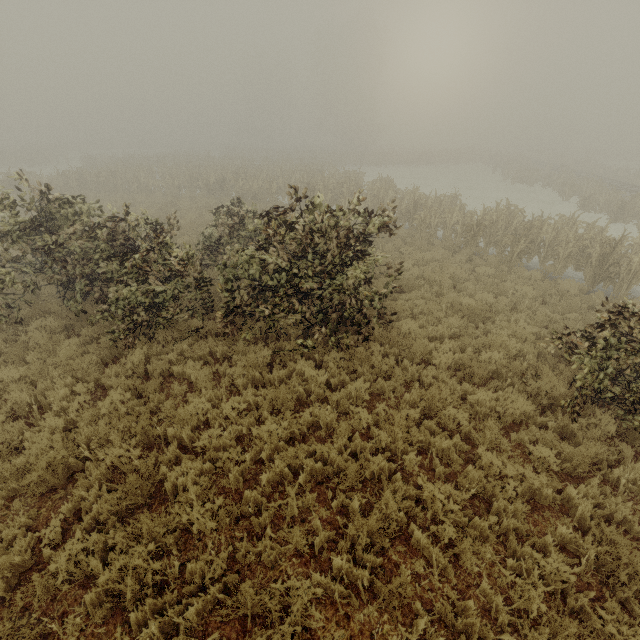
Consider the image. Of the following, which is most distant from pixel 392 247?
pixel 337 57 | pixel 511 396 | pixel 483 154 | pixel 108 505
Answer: pixel 337 57
